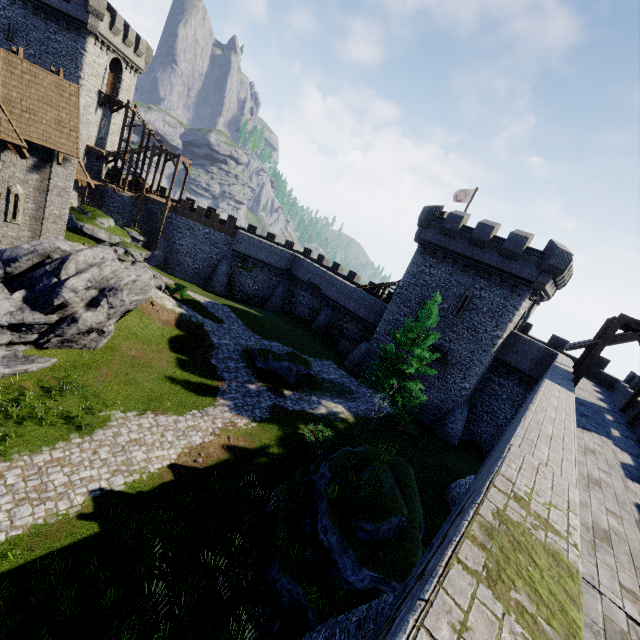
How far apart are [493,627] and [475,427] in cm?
3033

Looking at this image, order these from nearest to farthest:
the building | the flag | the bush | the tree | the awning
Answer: the awning, the tree, the building, the bush, the flag

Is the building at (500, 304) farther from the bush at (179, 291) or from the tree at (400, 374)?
the bush at (179, 291)

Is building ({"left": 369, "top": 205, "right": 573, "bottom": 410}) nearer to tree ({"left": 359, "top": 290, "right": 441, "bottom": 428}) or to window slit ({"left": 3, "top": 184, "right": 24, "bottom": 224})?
tree ({"left": 359, "top": 290, "right": 441, "bottom": 428})

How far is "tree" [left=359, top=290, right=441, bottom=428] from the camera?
20.2m

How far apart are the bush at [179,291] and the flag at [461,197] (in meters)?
27.86

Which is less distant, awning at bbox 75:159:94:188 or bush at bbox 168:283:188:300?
awning at bbox 75:159:94:188

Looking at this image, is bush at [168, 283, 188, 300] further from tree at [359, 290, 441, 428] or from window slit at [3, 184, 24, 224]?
tree at [359, 290, 441, 428]
